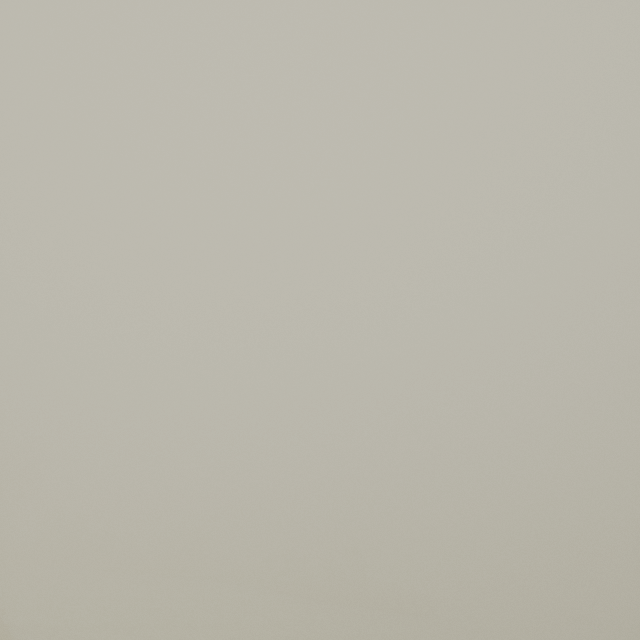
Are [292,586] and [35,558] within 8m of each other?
no
